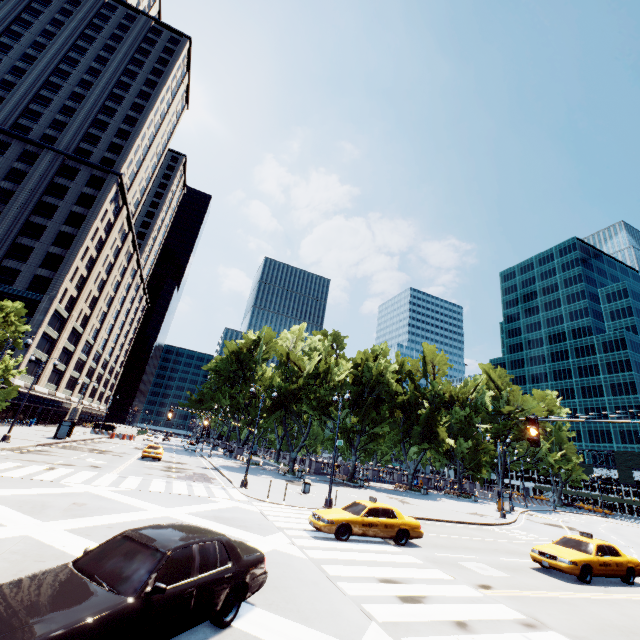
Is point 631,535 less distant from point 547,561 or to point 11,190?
point 547,561

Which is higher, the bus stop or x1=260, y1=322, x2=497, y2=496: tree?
x1=260, y1=322, x2=497, y2=496: tree

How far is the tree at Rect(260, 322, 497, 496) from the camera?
42.1 meters

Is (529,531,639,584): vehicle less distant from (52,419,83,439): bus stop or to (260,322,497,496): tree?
(260,322,497,496): tree

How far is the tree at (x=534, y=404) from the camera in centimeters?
5772cm

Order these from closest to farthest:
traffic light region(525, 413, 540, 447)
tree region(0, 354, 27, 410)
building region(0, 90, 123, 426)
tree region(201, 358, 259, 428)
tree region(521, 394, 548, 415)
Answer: traffic light region(525, 413, 540, 447) → tree region(0, 354, 27, 410) → building region(0, 90, 123, 426) → tree region(201, 358, 259, 428) → tree region(521, 394, 548, 415)

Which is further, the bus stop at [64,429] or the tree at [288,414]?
the tree at [288,414]
